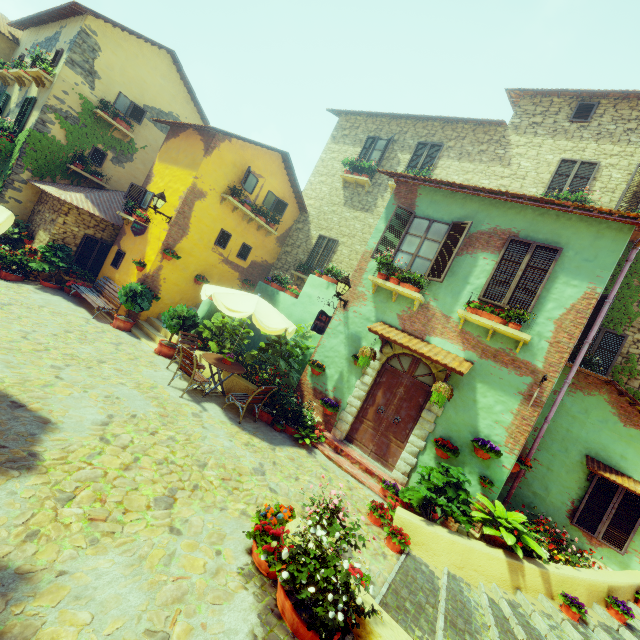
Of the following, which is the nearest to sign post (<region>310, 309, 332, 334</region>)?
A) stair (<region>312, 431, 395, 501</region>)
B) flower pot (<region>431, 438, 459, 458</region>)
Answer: stair (<region>312, 431, 395, 501</region>)

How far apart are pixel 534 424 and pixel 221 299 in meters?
7.3

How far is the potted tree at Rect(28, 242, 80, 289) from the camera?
10.8 meters

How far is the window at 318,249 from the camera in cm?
1420

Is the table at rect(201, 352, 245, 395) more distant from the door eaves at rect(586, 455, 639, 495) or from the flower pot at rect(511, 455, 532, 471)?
the door eaves at rect(586, 455, 639, 495)

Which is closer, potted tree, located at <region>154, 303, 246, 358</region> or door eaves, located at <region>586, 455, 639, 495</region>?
door eaves, located at <region>586, 455, 639, 495</region>

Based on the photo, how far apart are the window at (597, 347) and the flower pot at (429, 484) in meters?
4.2 m

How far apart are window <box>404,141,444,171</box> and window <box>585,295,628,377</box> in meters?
7.2 m
